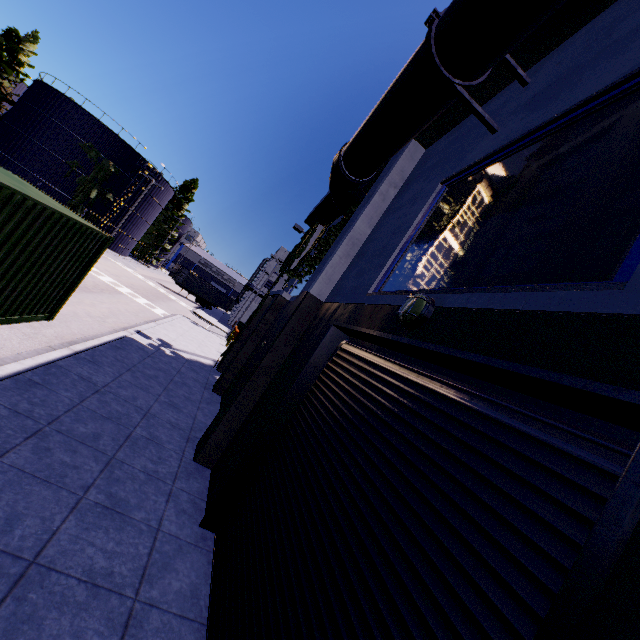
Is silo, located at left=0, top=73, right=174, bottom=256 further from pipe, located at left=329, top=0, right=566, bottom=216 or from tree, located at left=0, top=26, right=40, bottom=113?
pipe, located at left=329, top=0, right=566, bottom=216

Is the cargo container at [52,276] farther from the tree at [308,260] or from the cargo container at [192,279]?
the cargo container at [192,279]

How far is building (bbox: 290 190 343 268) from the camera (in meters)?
15.07

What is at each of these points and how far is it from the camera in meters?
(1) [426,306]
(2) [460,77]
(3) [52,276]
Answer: (1) light, 3.6 m
(2) pipe, 4.8 m
(3) cargo container, 6.5 m

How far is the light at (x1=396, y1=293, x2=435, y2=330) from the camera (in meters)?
3.59

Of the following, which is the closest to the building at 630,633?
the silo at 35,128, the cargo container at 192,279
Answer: the silo at 35,128

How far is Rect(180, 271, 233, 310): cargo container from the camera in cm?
4571

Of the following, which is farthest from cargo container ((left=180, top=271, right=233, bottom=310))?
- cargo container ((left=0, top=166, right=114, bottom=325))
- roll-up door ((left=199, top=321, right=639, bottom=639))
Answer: roll-up door ((left=199, top=321, right=639, bottom=639))
